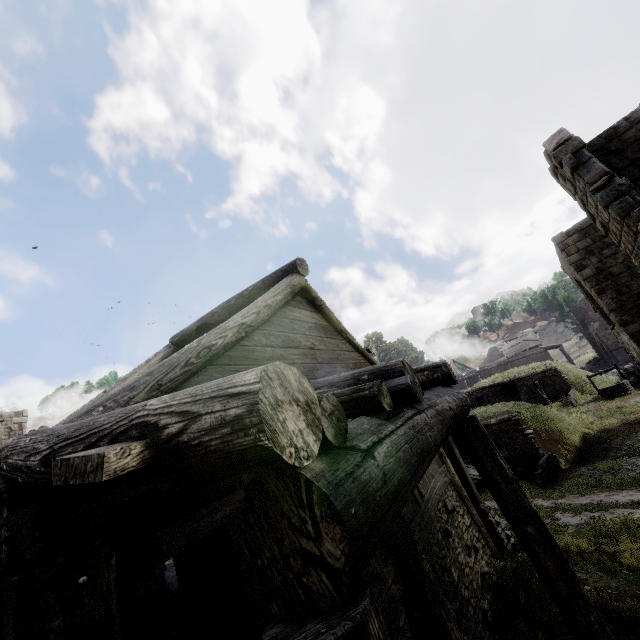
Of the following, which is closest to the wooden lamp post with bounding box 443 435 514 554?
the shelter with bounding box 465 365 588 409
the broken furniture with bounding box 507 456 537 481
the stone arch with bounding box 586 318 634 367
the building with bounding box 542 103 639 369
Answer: the building with bounding box 542 103 639 369

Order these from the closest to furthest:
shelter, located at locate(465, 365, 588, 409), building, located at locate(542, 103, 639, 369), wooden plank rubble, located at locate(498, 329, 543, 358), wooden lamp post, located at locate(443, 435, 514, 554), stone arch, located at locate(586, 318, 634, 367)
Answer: building, located at locate(542, 103, 639, 369), wooden lamp post, located at locate(443, 435, 514, 554), shelter, located at locate(465, 365, 588, 409), stone arch, located at locate(586, 318, 634, 367), wooden plank rubble, located at locate(498, 329, 543, 358)

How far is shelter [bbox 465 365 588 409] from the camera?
27.72m

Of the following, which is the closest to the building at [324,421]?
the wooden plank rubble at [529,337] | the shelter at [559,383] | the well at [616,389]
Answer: the well at [616,389]

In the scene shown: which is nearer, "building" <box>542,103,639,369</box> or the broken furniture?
"building" <box>542,103,639,369</box>

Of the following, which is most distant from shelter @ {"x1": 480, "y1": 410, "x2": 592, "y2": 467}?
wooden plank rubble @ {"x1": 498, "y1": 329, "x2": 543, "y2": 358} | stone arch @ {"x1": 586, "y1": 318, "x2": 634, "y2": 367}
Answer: wooden plank rubble @ {"x1": 498, "y1": 329, "x2": 543, "y2": 358}

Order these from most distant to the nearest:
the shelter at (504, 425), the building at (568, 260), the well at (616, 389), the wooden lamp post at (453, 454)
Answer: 1. the well at (616, 389)
2. the shelter at (504, 425)
3. the wooden lamp post at (453, 454)
4. the building at (568, 260)

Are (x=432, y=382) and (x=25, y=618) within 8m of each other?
→ yes
